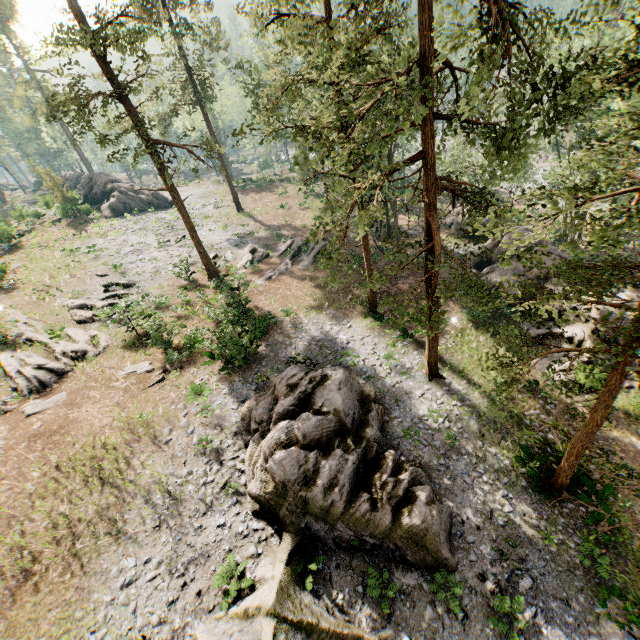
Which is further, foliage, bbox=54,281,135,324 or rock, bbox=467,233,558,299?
rock, bbox=467,233,558,299

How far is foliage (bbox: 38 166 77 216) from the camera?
40.3m

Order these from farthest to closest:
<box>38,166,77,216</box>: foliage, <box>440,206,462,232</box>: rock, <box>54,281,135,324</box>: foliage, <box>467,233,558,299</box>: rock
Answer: <box>38,166,77,216</box>: foliage < <box>440,206,462,232</box>: rock < <box>467,233,558,299</box>: rock < <box>54,281,135,324</box>: foliage

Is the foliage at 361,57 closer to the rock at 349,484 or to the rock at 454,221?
the rock at 454,221

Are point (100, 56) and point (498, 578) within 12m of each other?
no

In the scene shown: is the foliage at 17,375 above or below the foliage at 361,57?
below

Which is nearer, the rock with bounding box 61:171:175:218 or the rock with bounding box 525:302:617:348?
the rock with bounding box 525:302:617:348
